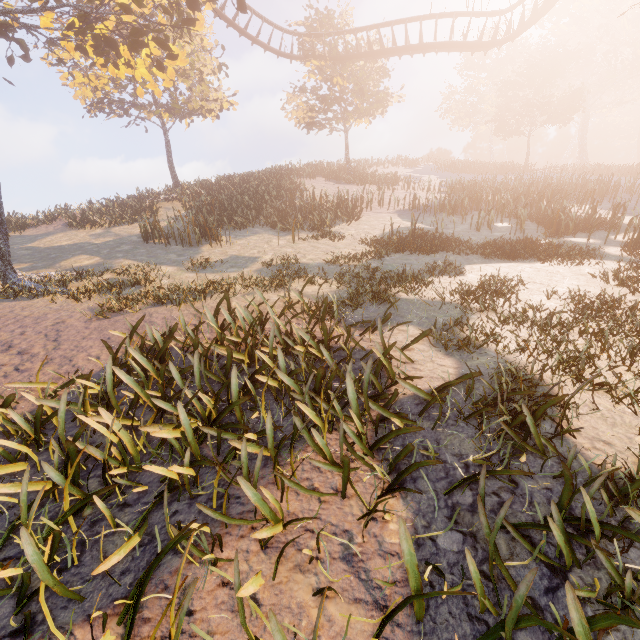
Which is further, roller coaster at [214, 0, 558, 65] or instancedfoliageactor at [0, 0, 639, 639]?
roller coaster at [214, 0, 558, 65]

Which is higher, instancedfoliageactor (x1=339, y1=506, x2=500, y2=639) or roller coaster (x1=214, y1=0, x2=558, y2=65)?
roller coaster (x1=214, y1=0, x2=558, y2=65)

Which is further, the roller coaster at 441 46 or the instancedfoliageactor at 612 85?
the roller coaster at 441 46

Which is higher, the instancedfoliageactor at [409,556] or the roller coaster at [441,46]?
the roller coaster at [441,46]

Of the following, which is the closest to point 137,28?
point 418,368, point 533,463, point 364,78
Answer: point 418,368
